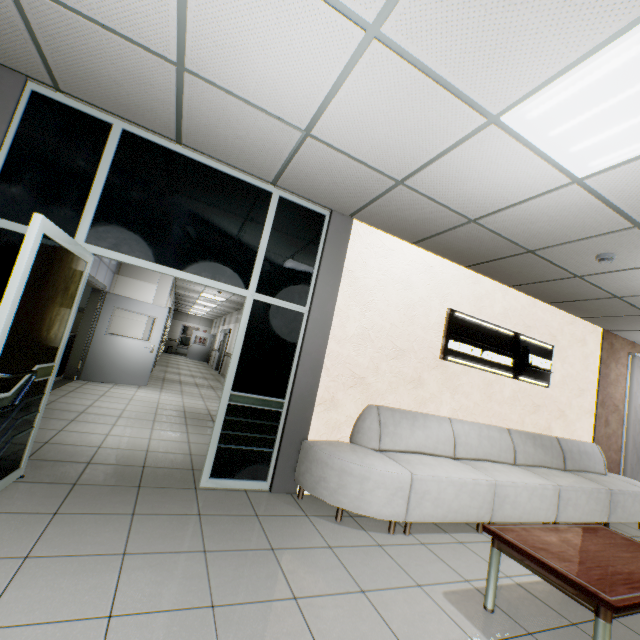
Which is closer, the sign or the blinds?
the sign

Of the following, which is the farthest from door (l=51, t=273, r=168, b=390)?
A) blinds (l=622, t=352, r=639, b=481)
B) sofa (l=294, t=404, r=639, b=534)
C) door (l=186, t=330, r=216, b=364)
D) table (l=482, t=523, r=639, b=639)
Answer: door (l=186, t=330, r=216, b=364)

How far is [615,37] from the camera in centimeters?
159cm

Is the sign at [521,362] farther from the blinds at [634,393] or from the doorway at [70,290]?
the blinds at [634,393]

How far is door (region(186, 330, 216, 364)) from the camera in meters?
22.9

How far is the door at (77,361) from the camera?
7.02m

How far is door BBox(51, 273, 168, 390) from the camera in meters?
A: 7.0

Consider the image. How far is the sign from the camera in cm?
Result: 457
